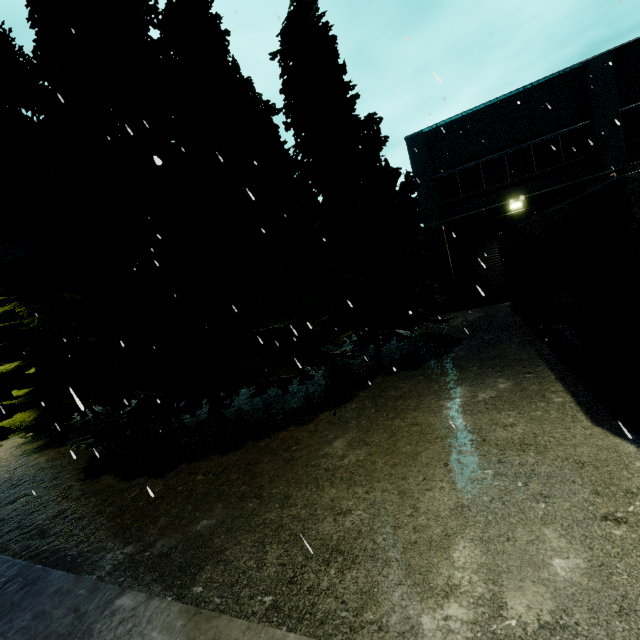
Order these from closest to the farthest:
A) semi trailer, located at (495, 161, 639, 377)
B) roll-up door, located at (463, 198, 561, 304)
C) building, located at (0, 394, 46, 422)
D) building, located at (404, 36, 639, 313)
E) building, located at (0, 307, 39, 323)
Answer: semi trailer, located at (495, 161, 639, 377), building, located at (404, 36, 639, 313), building, located at (0, 394, 46, 422), building, located at (0, 307, 39, 323), roll-up door, located at (463, 198, 561, 304)

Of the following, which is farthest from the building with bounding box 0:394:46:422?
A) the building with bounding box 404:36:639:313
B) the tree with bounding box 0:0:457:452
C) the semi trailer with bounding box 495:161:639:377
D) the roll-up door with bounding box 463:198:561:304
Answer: the semi trailer with bounding box 495:161:639:377

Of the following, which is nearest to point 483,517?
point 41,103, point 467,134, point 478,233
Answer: point 478,233

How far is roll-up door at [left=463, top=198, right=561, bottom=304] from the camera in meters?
16.8

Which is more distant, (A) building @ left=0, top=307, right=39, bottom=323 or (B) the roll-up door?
(B) the roll-up door

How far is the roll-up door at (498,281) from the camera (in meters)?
16.75

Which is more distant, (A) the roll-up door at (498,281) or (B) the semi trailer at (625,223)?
(A) the roll-up door at (498,281)

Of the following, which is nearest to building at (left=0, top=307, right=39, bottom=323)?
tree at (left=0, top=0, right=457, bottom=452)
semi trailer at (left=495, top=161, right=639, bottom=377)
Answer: tree at (left=0, top=0, right=457, bottom=452)
